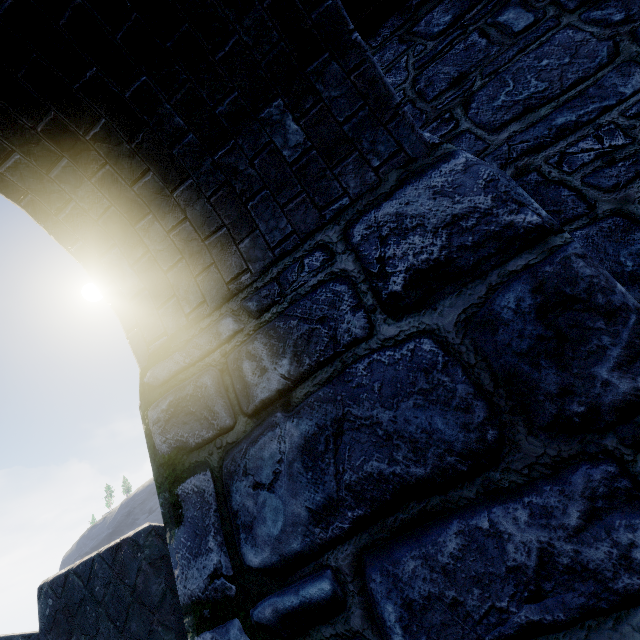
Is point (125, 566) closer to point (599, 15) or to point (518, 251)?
point (518, 251)
